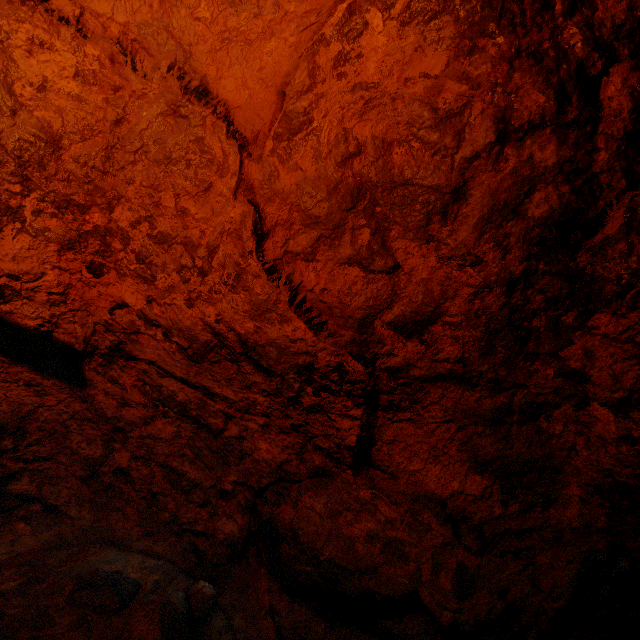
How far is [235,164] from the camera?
1.36m
